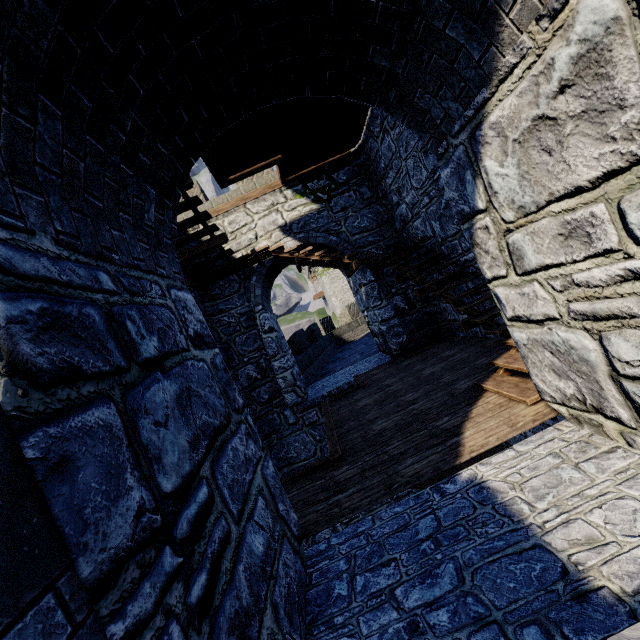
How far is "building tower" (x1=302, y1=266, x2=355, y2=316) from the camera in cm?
4453

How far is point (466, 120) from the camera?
2.6 meters

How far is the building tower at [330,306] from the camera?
44.53m

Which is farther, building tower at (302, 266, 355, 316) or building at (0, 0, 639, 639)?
building tower at (302, 266, 355, 316)

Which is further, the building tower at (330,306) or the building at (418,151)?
the building tower at (330,306)
